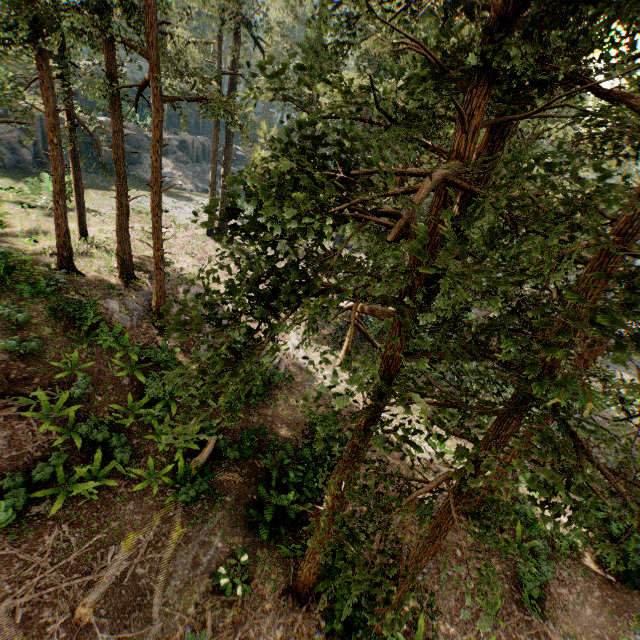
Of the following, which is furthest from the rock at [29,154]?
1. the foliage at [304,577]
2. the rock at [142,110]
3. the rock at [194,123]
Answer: the foliage at [304,577]

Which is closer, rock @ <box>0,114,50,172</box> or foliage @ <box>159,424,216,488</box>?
foliage @ <box>159,424,216,488</box>

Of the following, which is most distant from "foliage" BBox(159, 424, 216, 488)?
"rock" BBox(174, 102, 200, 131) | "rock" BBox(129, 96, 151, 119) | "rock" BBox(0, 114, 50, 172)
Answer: "rock" BBox(0, 114, 50, 172)

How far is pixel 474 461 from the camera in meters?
6.6

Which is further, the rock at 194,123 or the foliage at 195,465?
the rock at 194,123

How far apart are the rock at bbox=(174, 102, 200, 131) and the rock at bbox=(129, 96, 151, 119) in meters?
2.1 m

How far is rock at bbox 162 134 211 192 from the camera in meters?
44.3

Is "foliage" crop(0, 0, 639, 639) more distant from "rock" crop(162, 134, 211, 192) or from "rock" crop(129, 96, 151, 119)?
"rock" crop(162, 134, 211, 192)
